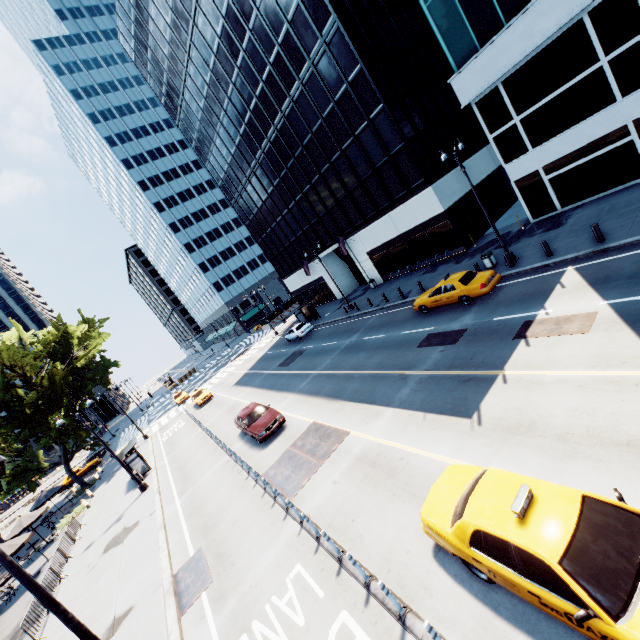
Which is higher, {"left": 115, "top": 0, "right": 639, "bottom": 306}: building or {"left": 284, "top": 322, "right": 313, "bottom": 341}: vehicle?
{"left": 115, "top": 0, "right": 639, "bottom": 306}: building

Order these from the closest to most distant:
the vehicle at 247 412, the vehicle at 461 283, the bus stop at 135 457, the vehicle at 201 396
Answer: the vehicle at 461 283 < the vehicle at 247 412 < the bus stop at 135 457 < the vehicle at 201 396

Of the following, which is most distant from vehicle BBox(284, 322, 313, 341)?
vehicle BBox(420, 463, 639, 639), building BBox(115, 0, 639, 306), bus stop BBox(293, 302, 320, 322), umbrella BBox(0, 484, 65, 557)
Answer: vehicle BBox(420, 463, 639, 639)

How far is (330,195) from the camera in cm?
3300

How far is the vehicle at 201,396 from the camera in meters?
35.2 m

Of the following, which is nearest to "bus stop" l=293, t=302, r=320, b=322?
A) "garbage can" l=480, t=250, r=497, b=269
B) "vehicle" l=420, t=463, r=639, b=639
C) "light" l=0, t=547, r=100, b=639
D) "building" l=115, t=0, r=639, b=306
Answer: "light" l=0, t=547, r=100, b=639

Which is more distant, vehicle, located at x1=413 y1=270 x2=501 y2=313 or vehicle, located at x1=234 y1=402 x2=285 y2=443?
vehicle, located at x1=234 y1=402 x2=285 y2=443

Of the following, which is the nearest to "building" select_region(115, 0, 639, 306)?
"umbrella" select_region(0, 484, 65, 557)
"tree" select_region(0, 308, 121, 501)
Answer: "tree" select_region(0, 308, 121, 501)
